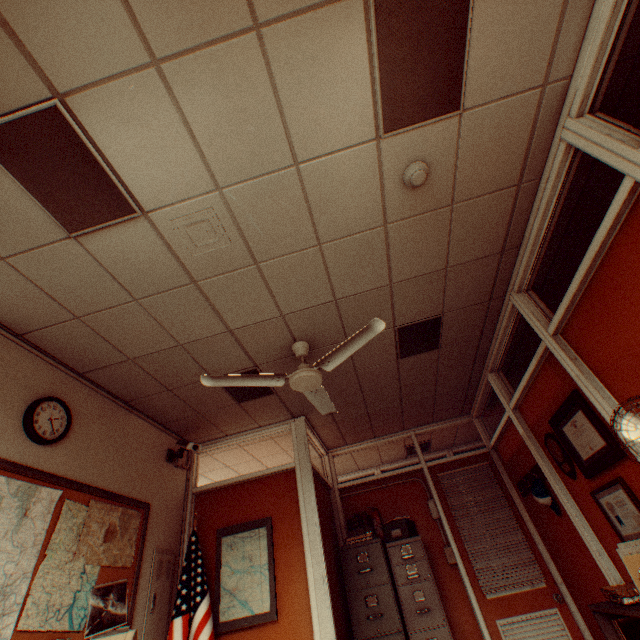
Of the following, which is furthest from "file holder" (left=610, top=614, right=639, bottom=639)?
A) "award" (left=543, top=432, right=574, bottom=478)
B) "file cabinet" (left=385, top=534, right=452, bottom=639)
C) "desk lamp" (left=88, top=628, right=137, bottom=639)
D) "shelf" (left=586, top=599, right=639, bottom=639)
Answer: "desk lamp" (left=88, top=628, right=137, bottom=639)

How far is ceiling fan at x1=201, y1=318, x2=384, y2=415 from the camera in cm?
291

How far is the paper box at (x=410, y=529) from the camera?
4.6m

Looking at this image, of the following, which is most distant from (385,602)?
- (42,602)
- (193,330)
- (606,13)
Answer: (606,13)

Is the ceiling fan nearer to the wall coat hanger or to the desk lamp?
the desk lamp

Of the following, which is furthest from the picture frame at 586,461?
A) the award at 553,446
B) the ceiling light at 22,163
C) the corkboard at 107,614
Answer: the corkboard at 107,614

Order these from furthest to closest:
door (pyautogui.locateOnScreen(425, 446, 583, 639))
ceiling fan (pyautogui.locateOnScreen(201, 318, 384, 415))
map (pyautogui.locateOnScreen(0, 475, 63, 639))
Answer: door (pyautogui.locateOnScreen(425, 446, 583, 639)), ceiling fan (pyautogui.locateOnScreen(201, 318, 384, 415)), map (pyautogui.locateOnScreen(0, 475, 63, 639))

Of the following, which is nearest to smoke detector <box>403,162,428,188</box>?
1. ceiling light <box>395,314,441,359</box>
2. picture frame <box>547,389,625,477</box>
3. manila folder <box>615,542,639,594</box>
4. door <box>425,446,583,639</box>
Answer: ceiling light <box>395,314,441,359</box>
